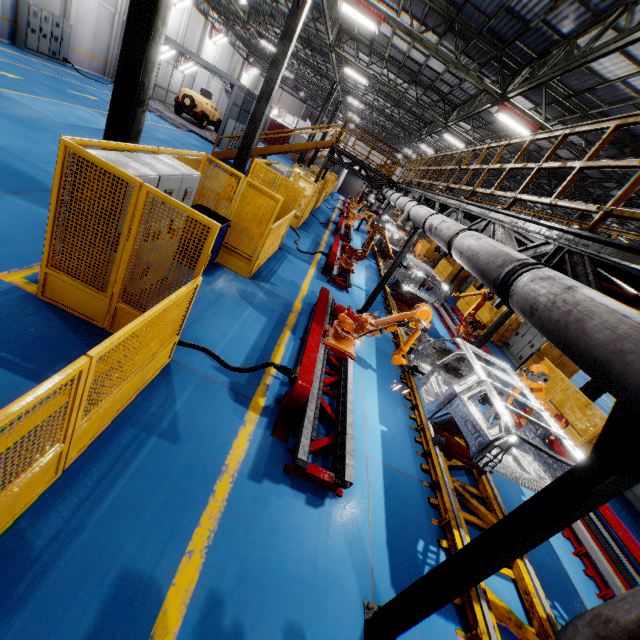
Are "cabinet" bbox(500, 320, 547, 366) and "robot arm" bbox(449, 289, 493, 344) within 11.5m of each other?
yes

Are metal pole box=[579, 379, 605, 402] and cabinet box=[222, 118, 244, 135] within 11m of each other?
no

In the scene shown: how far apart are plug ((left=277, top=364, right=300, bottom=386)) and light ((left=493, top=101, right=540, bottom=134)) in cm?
1224

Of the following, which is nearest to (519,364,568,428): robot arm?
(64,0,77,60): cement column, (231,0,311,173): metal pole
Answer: (231,0,311,173): metal pole

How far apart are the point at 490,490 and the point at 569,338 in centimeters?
487cm

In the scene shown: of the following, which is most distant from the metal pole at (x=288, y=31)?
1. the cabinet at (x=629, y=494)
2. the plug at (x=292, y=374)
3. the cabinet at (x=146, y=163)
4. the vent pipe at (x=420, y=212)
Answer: the cabinet at (x=629, y=494)

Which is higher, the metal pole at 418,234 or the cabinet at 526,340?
the metal pole at 418,234

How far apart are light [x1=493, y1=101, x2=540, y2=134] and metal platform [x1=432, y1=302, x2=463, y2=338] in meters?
7.5 m
